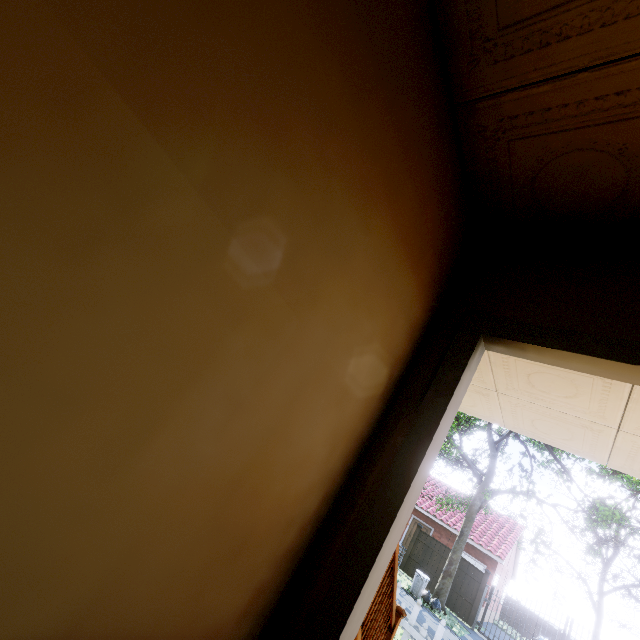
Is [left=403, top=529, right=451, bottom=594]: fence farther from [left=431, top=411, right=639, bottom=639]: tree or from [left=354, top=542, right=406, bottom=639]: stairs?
[left=354, top=542, right=406, bottom=639]: stairs

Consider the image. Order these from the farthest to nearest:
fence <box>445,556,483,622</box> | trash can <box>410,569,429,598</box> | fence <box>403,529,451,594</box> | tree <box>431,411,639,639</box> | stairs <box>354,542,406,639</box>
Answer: fence <box>403,529,451,594</box>, fence <box>445,556,483,622</box>, trash can <box>410,569,429,598</box>, tree <box>431,411,639,639</box>, stairs <box>354,542,406,639</box>

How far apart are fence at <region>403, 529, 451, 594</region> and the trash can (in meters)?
3.40

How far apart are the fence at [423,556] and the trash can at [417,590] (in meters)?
3.40

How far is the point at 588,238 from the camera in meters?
1.7

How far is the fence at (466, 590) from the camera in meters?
16.0

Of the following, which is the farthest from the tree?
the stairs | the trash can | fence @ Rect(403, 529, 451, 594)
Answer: the stairs
